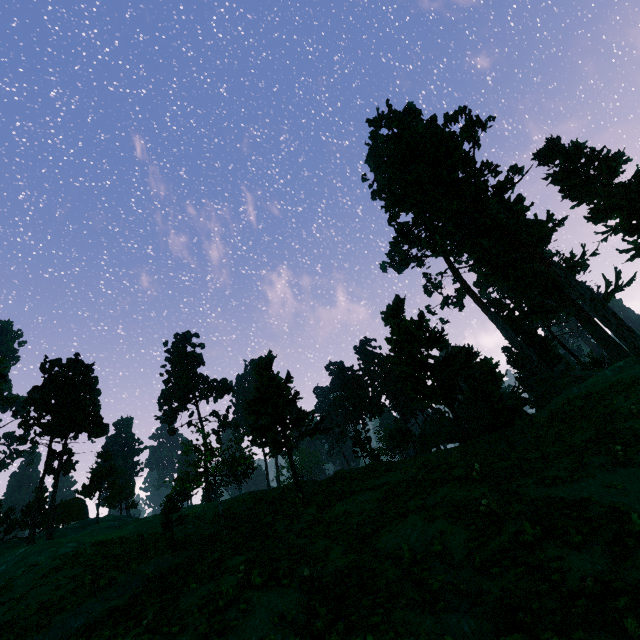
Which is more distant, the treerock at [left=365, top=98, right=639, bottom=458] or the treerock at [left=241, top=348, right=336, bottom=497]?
the treerock at [left=365, top=98, right=639, bottom=458]

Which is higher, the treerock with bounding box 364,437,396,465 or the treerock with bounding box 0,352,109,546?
the treerock with bounding box 0,352,109,546

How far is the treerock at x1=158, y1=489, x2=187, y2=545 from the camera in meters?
23.9 m

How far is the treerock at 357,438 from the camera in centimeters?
3619cm

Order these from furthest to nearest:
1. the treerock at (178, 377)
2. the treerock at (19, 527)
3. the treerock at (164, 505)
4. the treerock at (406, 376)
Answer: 1. the treerock at (19, 527)
2. the treerock at (406, 376)
3. the treerock at (164, 505)
4. the treerock at (178, 377)

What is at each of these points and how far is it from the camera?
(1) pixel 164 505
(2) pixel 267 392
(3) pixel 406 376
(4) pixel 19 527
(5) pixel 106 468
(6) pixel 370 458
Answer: (1) treerock, 24.64m
(2) treerock, 29.70m
(3) treerock, 33.88m
(4) treerock, 51.19m
(5) treerock, 41.62m
(6) treerock, 39.78m
